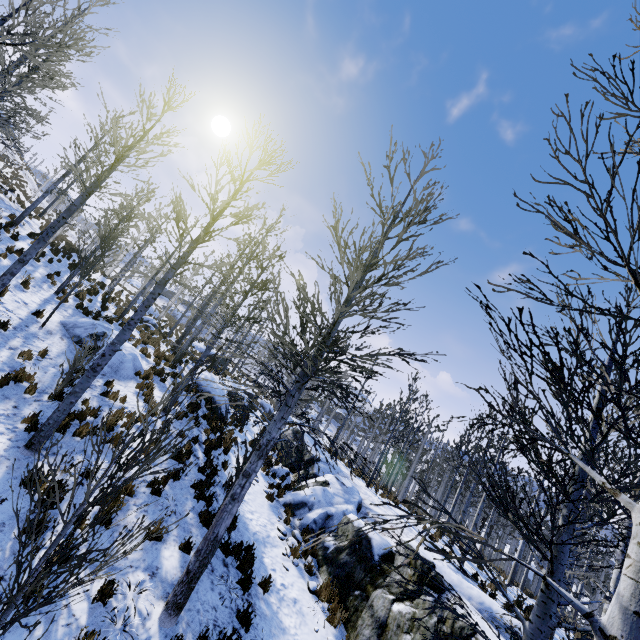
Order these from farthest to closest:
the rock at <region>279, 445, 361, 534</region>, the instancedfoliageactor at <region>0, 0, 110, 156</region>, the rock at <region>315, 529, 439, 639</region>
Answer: the rock at <region>279, 445, 361, 534</region> < the rock at <region>315, 529, 439, 639</region> < the instancedfoliageactor at <region>0, 0, 110, 156</region>

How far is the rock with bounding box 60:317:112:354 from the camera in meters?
12.2 m

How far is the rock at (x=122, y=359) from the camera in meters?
12.0

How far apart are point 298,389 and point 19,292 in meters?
12.5 m

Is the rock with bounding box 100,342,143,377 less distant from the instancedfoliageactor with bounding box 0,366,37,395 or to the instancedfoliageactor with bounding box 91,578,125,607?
the instancedfoliageactor with bounding box 0,366,37,395

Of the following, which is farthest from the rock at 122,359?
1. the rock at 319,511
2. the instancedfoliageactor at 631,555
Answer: the instancedfoliageactor at 631,555

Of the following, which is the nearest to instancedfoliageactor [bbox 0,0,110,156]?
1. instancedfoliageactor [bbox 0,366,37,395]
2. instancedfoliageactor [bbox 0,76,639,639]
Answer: instancedfoliageactor [bbox 0,366,37,395]

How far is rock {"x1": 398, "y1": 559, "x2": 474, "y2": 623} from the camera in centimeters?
730cm
